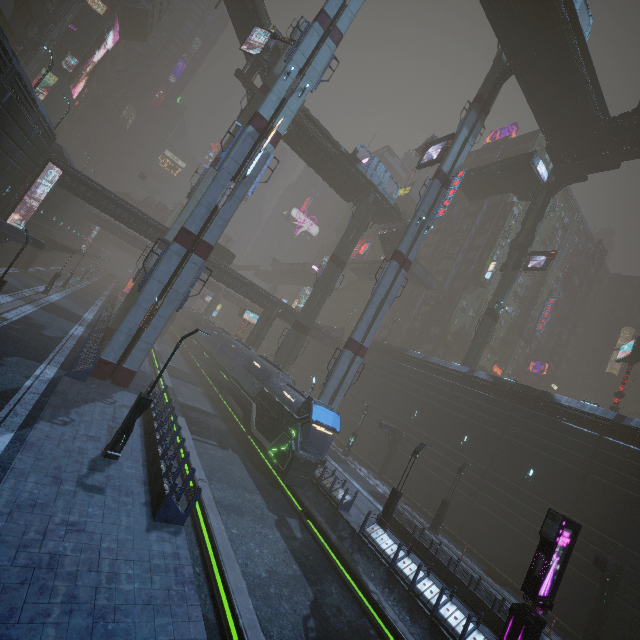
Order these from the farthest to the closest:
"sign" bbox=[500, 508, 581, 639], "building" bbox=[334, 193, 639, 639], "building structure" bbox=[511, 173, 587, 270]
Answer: "building structure" bbox=[511, 173, 587, 270]
"building" bbox=[334, 193, 639, 639]
"sign" bbox=[500, 508, 581, 639]

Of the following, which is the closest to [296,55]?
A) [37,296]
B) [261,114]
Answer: [261,114]

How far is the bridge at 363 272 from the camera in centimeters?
5472cm

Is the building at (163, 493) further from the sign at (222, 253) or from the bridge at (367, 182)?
the sign at (222, 253)

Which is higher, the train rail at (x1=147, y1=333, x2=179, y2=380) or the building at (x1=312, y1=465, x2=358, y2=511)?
the building at (x1=312, y1=465, x2=358, y2=511)

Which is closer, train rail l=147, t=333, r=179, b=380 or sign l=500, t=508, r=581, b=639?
sign l=500, t=508, r=581, b=639

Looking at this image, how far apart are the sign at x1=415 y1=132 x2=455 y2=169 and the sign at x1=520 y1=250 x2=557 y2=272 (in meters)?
16.63

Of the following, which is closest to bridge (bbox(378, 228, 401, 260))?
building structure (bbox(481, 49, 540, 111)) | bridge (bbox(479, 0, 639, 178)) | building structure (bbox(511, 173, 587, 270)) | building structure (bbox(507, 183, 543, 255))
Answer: building structure (bbox(507, 183, 543, 255))
